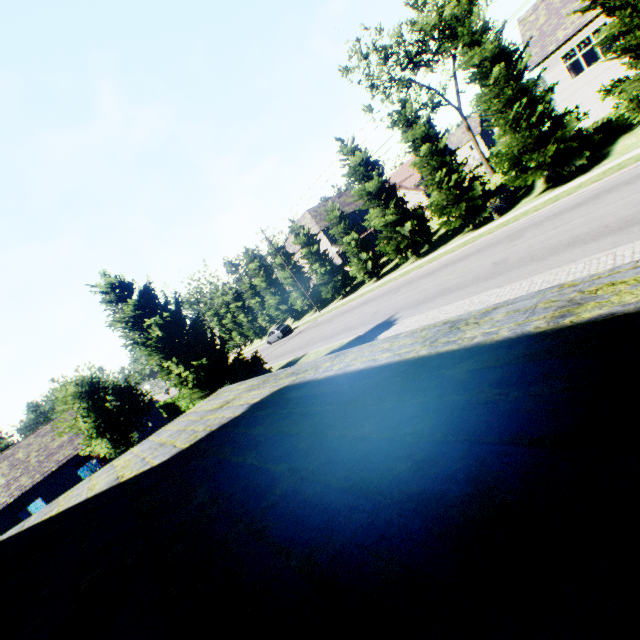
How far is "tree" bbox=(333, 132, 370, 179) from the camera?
26.4m

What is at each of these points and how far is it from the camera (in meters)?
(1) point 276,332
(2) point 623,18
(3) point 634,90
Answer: (1) car, 39.44
(2) tree, 14.20
(3) tree, 15.30

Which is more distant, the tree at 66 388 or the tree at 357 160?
the tree at 357 160

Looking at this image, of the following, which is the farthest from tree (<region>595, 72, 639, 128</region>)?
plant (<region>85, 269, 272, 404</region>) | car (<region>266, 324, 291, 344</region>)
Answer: plant (<region>85, 269, 272, 404</region>)

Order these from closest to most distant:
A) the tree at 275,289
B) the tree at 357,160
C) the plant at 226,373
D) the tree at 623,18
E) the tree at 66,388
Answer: the tree at 623,18, the plant at 226,373, the tree at 66,388, the tree at 357,160, the tree at 275,289

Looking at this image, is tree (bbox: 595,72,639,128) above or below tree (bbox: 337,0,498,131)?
below

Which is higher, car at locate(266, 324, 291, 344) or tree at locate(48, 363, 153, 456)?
tree at locate(48, 363, 153, 456)
